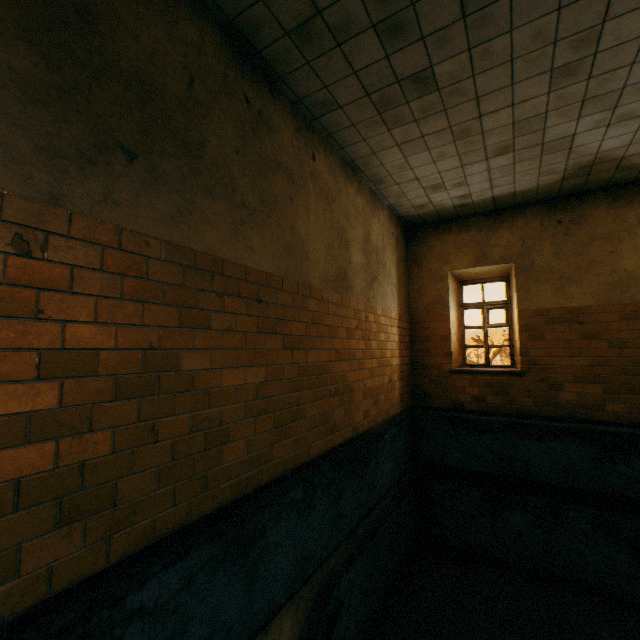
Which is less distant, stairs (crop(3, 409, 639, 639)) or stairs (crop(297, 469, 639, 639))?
stairs (crop(3, 409, 639, 639))

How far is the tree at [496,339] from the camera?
36.5 meters

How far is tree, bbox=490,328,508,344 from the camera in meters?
36.5 m

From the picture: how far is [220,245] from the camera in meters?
2.6 m

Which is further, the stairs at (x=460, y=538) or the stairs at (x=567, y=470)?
the stairs at (x=460, y=538)

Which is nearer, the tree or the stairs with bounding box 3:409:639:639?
the stairs with bounding box 3:409:639:639

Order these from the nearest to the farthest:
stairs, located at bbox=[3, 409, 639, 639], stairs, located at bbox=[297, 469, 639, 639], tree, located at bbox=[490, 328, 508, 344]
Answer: stairs, located at bbox=[3, 409, 639, 639] → stairs, located at bbox=[297, 469, 639, 639] → tree, located at bbox=[490, 328, 508, 344]
